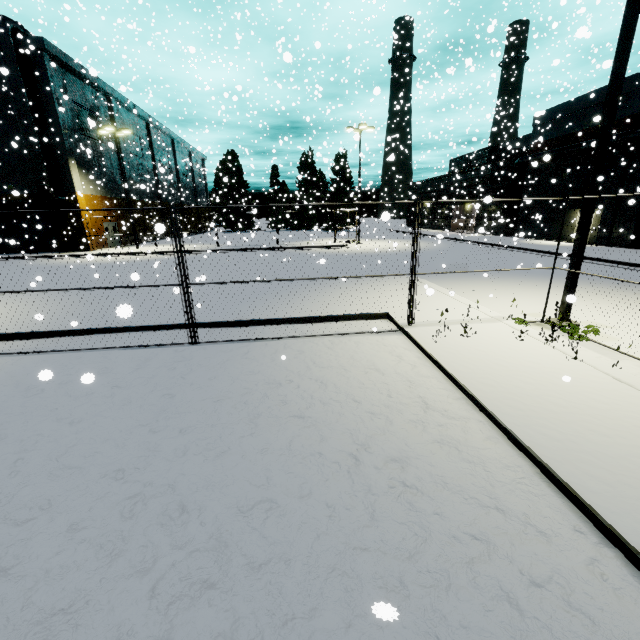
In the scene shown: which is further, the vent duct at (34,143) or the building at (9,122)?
the building at (9,122)

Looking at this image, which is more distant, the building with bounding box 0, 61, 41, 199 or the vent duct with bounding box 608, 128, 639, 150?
the building with bounding box 0, 61, 41, 199

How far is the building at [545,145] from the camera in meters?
24.5

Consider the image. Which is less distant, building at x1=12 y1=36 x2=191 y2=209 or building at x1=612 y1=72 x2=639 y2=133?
building at x1=612 y1=72 x2=639 y2=133

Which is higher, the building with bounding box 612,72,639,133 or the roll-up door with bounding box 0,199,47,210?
the building with bounding box 612,72,639,133

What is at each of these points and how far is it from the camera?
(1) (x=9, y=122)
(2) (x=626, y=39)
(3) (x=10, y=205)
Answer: (1) building, 25.8m
(2) light, 6.3m
(3) roll-up door, 27.9m

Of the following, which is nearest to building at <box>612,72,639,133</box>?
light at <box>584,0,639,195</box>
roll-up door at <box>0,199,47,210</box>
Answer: roll-up door at <box>0,199,47,210</box>

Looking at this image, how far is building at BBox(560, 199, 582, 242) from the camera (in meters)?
25.94
